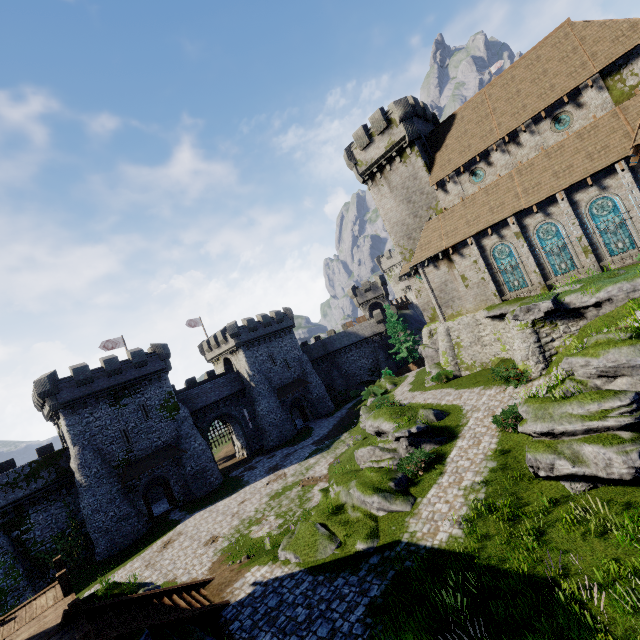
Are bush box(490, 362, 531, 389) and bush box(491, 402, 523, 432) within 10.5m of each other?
yes

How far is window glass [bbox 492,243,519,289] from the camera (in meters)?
23.81

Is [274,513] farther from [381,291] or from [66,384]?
[381,291]

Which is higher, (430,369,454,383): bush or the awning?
the awning

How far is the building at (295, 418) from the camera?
45.1 meters

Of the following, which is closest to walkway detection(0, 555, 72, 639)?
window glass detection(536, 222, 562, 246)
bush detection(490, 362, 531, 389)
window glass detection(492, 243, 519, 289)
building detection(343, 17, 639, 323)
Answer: bush detection(490, 362, 531, 389)

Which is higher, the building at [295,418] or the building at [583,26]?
the building at [583,26]

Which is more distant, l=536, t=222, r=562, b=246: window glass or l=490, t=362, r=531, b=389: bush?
l=536, t=222, r=562, b=246: window glass
